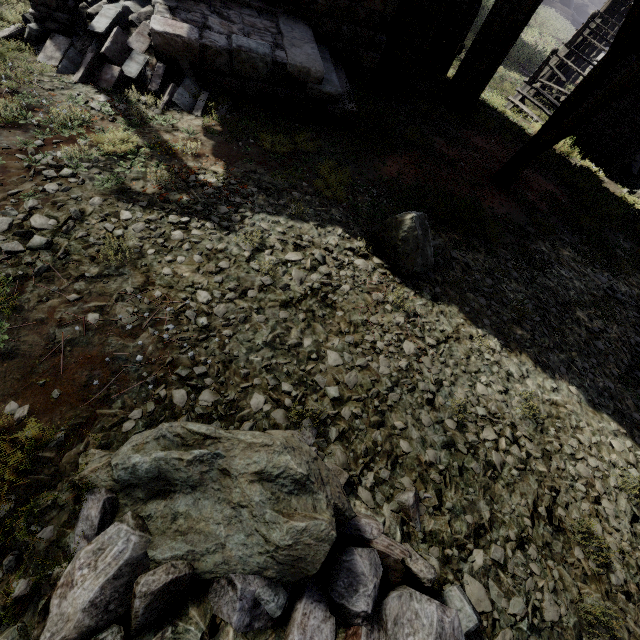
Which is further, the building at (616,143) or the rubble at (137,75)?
the building at (616,143)

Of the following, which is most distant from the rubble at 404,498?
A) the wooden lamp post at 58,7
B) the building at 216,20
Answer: the wooden lamp post at 58,7

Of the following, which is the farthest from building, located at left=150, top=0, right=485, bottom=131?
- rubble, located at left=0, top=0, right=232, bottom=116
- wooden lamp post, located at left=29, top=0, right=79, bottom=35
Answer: wooden lamp post, located at left=29, top=0, right=79, bottom=35

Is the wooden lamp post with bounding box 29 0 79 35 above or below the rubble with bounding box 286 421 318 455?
below

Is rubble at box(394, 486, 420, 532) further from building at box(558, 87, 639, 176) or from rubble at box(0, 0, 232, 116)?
rubble at box(0, 0, 232, 116)

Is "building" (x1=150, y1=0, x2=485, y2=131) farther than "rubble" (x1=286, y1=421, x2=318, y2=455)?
Yes

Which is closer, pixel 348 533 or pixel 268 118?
pixel 348 533

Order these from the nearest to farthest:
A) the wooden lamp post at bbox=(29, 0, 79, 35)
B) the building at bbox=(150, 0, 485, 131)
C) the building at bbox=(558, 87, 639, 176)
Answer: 1. the wooden lamp post at bbox=(29, 0, 79, 35)
2. the building at bbox=(150, 0, 485, 131)
3. the building at bbox=(558, 87, 639, 176)
